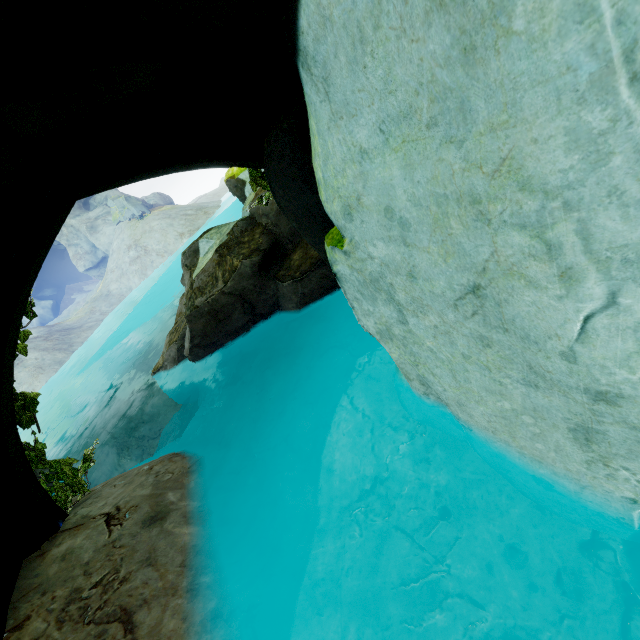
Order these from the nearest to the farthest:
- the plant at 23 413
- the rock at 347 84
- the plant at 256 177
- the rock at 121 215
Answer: the rock at 347 84 < the plant at 23 413 < the plant at 256 177 < the rock at 121 215

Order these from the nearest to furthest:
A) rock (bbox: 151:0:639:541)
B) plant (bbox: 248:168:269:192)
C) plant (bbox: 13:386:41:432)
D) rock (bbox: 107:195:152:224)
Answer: rock (bbox: 151:0:639:541), plant (bbox: 13:386:41:432), plant (bbox: 248:168:269:192), rock (bbox: 107:195:152:224)

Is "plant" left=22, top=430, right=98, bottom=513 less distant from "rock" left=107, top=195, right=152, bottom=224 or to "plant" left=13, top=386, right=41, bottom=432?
"plant" left=13, top=386, right=41, bottom=432

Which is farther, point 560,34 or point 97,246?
point 97,246

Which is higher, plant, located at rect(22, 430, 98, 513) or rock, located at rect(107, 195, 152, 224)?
rock, located at rect(107, 195, 152, 224)

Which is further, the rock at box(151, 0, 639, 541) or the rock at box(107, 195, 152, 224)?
the rock at box(107, 195, 152, 224)

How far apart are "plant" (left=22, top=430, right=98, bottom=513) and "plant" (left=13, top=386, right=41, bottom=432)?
0.2 meters

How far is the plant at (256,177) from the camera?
5.3m
